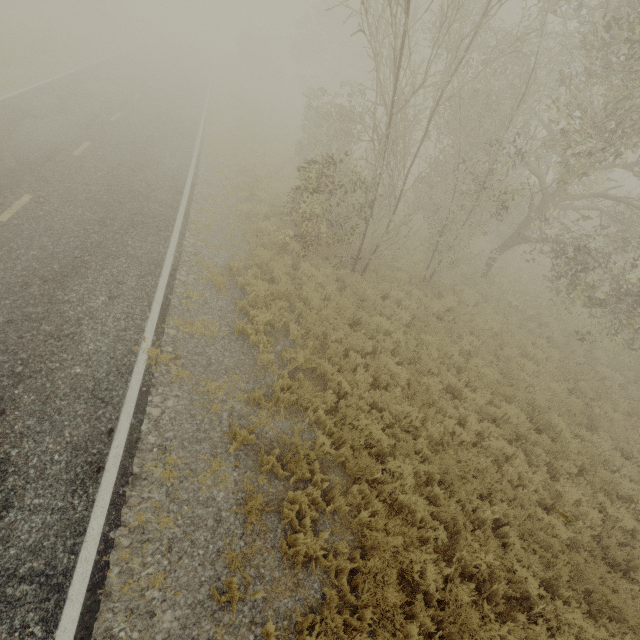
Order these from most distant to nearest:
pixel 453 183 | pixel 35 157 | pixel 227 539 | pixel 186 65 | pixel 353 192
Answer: pixel 186 65 → pixel 453 183 → pixel 353 192 → pixel 35 157 → pixel 227 539
